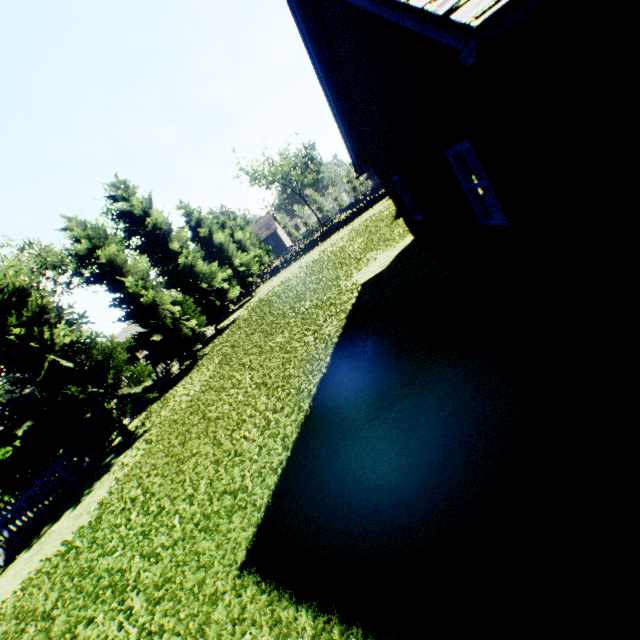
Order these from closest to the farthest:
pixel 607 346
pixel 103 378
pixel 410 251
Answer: pixel 607 346 → pixel 410 251 → pixel 103 378

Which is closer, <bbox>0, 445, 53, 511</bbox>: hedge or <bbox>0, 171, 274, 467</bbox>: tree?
<bbox>0, 171, 274, 467</bbox>: tree

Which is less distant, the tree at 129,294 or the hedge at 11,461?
the tree at 129,294

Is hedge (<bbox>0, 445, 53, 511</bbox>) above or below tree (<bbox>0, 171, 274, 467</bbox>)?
below

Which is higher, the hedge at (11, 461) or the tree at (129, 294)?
the tree at (129, 294)
